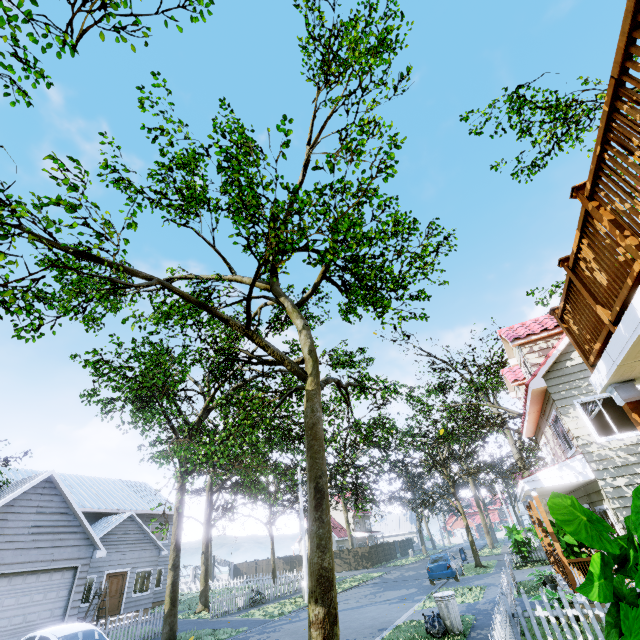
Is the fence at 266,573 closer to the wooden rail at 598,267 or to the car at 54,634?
the car at 54,634

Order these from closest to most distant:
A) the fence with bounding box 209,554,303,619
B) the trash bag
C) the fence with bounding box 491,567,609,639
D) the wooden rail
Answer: the wooden rail → the fence with bounding box 491,567,609,639 → the trash bag → the fence with bounding box 209,554,303,619

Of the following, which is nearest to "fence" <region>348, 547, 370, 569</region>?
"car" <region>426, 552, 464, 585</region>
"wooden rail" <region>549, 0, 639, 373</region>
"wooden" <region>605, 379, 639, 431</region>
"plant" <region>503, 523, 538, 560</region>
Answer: "wooden" <region>605, 379, 639, 431</region>

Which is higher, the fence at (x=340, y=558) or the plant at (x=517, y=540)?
the plant at (x=517, y=540)

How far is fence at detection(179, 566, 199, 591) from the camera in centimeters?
3506cm

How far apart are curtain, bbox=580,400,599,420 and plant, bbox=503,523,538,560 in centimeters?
1510cm

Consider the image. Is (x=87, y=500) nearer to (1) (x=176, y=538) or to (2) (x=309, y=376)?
(1) (x=176, y=538)

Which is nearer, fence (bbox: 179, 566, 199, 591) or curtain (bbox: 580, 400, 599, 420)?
curtain (bbox: 580, 400, 599, 420)
